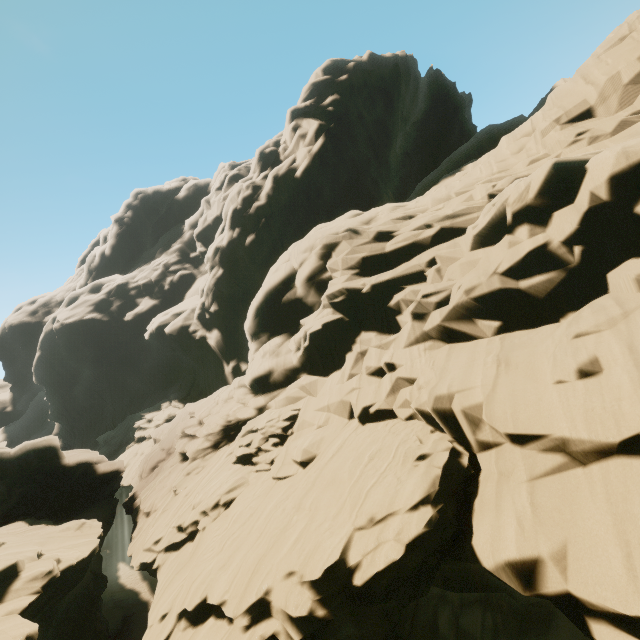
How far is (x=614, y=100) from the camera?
17.48m
